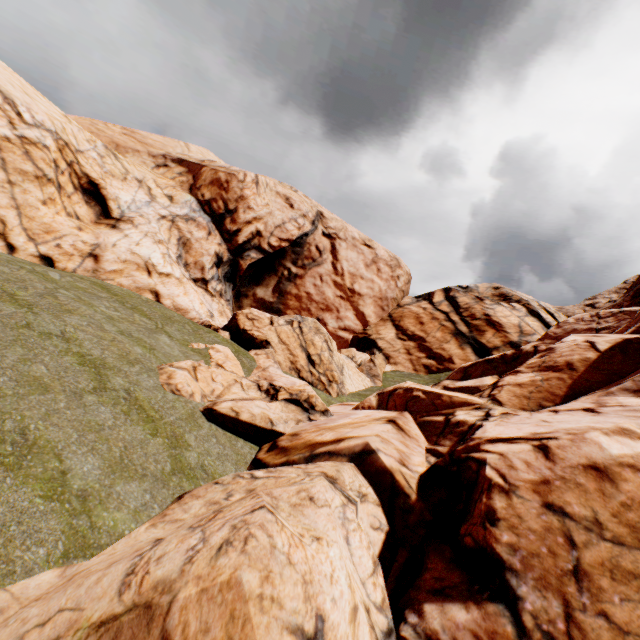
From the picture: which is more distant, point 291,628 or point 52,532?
point 52,532
